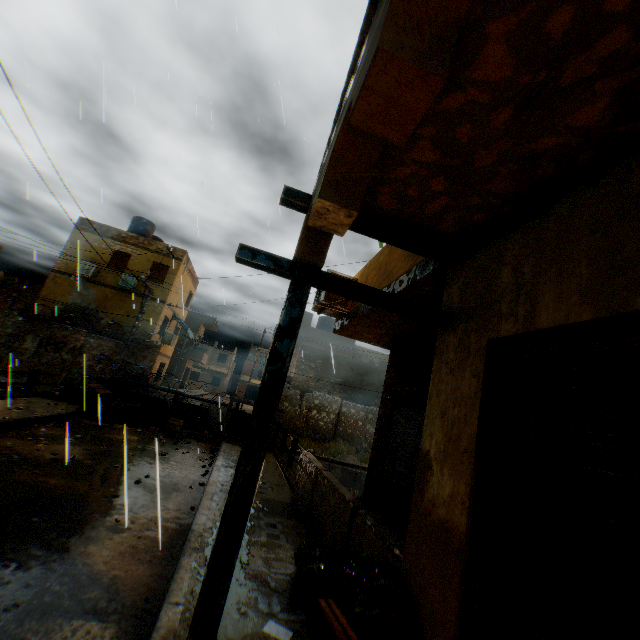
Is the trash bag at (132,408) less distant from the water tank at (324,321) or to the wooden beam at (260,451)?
the wooden beam at (260,451)

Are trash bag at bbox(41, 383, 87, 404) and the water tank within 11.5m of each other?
no

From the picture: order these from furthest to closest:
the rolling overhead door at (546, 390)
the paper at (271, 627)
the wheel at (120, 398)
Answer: the wheel at (120, 398), the paper at (271, 627), the rolling overhead door at (546, 390)

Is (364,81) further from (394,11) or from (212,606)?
(212,606)

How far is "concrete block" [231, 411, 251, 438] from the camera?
13.43m

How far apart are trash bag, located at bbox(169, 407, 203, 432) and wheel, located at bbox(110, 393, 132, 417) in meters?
1.3

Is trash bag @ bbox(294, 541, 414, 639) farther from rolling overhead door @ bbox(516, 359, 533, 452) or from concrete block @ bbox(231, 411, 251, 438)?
concrete block @ bbox(231, 411, 251, 438)

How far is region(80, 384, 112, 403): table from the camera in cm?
1159
